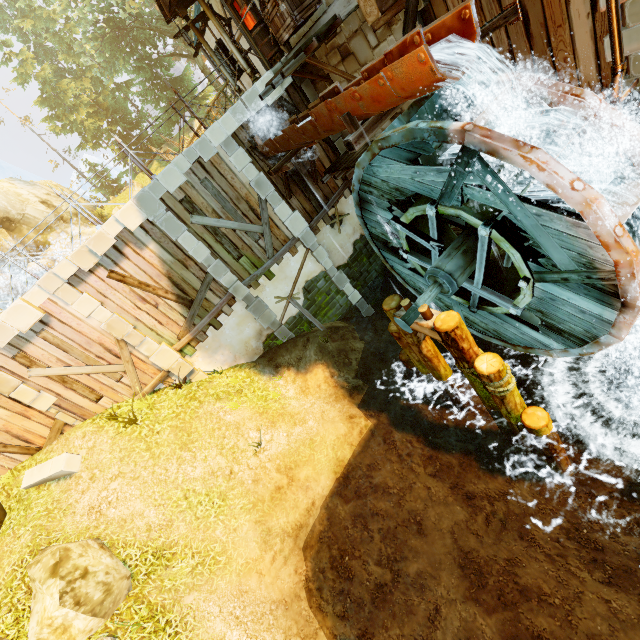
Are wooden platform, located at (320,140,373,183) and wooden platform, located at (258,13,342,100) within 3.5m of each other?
yes

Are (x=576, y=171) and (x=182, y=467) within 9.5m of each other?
no

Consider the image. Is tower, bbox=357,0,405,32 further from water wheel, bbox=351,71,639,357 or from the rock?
the rock

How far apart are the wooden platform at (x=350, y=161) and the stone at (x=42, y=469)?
12.17m

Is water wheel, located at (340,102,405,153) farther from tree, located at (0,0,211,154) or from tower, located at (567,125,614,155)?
tree, located at (0,0,211,154)

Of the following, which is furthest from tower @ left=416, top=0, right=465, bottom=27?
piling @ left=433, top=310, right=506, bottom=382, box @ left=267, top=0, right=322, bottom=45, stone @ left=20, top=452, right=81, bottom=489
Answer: stone @ left=20, top=452, right=81, bottom=489

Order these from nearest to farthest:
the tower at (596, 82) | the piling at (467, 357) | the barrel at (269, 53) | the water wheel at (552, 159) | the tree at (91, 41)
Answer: the water wheel at (552, 159)
the tower at (596, 82)
the piling at (467, 357)
the barrel at (269, 53)
the tree at (91, 41)

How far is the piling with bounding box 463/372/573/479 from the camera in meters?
6.9 m
